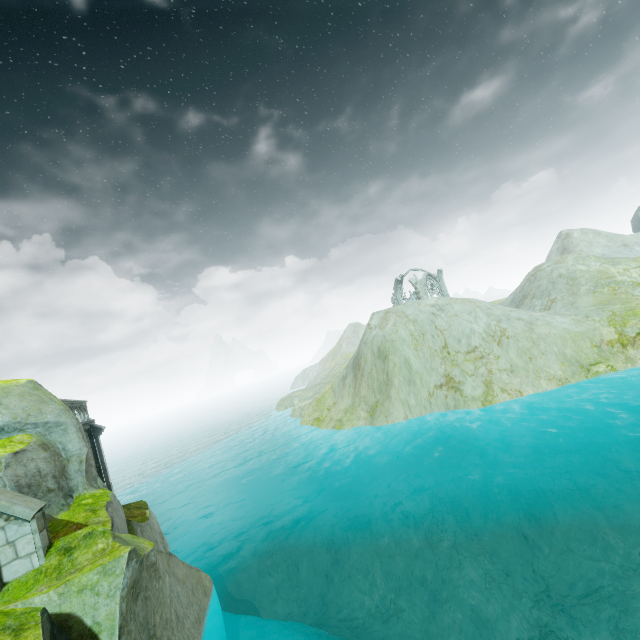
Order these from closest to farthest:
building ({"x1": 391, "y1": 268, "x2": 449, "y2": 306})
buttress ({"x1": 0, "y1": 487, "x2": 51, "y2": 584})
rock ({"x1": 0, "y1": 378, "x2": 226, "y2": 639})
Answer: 1. rock ({"x1": 0, "y1": 378, "x2": 226, "y2": 639})
2. buttress ({"x1": 0, "y1": 487, "x2": 51, "y2": 584})
3. building ({"x1": 391, "y1": 268, "x2": 449, "y2": 306})

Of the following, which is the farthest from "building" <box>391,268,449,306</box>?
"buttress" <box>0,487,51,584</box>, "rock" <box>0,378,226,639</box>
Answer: "buttress" <box>0,487,51,584</box>

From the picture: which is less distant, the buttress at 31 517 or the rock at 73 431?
the rock at 73 431

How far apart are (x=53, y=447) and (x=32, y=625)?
7.3 meters

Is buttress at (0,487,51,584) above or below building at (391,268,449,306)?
below

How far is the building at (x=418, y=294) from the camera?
53.2 meters
